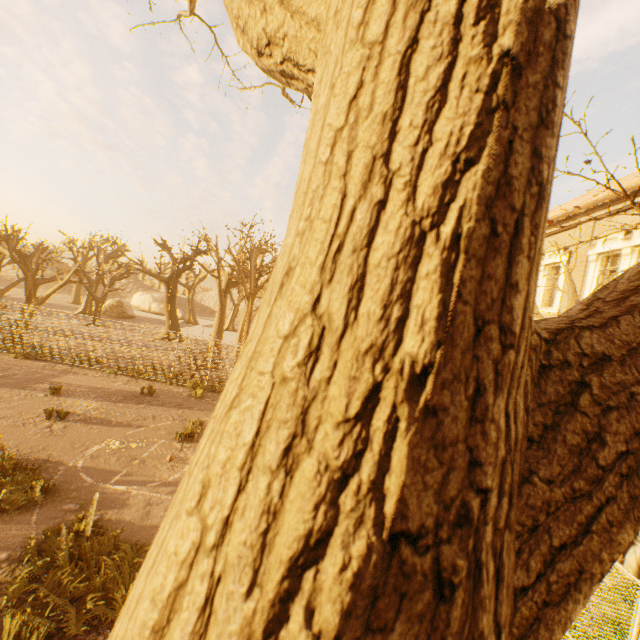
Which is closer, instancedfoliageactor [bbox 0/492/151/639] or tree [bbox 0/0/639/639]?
tree [bbox 0/0/639/639]

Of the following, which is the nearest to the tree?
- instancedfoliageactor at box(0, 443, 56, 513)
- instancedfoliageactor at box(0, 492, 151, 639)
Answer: instancedfoliageactor at box(0, 492, 151, 639)

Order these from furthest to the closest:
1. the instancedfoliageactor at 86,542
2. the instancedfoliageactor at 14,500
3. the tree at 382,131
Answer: the instancedfoliageactor at 14,500 → the instancedfoliageactor at 86,542 → the tree at 382,131

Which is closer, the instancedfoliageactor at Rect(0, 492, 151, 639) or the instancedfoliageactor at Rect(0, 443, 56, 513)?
the instancedfoliageactor at Rect(0, 492, 151, 639)

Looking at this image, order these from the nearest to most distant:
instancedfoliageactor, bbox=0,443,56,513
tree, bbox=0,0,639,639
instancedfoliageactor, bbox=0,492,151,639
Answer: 1. tree, bbox=0,0,639,639
2. instancedfoliageactor, bbox=0,492,151,639
3. instancedfoliageactor, bbox=0,443,56,513

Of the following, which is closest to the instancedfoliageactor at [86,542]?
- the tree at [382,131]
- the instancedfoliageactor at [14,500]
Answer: the instancedfoliageactor at [14,500]

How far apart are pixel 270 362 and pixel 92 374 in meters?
20.7
